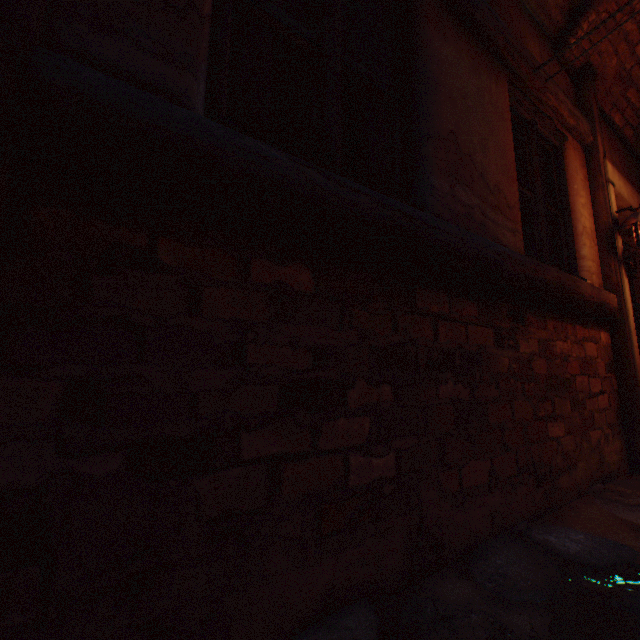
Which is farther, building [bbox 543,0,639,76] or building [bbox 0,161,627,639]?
building [bbox 543,0,639,76]

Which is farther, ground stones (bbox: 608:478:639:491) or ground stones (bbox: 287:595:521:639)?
ground stones (bbox: 608:478:639:491)

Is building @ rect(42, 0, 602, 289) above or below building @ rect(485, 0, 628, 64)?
below

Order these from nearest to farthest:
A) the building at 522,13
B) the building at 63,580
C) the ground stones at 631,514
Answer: the building at 63,580 < the ground stones at 631,514 < the building at 522,13

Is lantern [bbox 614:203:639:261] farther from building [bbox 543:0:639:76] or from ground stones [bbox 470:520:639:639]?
ground stones [bbox 470:520:639:639]

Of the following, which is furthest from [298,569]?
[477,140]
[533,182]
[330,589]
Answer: [533,182]

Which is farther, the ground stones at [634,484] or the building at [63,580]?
the ground stones at [634,484]
